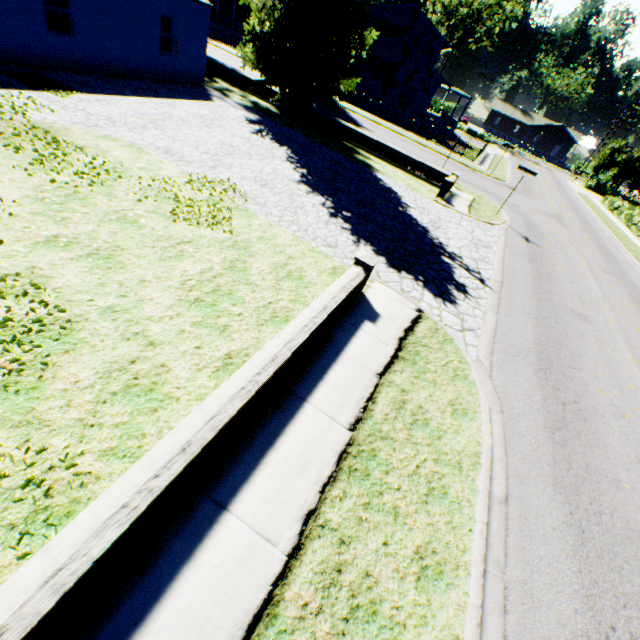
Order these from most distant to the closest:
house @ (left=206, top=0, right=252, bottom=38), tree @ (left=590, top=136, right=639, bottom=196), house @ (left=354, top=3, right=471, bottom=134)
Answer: tree @ (left=590, top=136, right=639, bottom=196) → house @ (left=206, top=0, right=252, bottom=38) → house @ (left=354, top=3, right=471, bottom=134)

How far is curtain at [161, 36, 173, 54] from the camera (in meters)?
15.66

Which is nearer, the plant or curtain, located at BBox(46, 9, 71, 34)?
curtain, located at BBox(46, 9, 71, 34)

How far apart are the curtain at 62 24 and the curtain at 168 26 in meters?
4.1

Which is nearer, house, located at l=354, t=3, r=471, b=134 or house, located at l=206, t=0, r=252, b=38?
house, located at l=354, t=3, r=471, b=134

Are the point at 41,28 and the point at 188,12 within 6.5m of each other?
no

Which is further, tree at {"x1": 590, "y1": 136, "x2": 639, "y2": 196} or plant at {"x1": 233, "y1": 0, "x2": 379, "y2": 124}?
tree at {"x1": 590, "y1": 136, "x2": 639, "y2": 196}

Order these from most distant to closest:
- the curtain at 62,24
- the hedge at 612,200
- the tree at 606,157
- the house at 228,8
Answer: the tree at 606,157 < the house at 228,8 < the hedge at 612,200 < the curtain at 62,24
